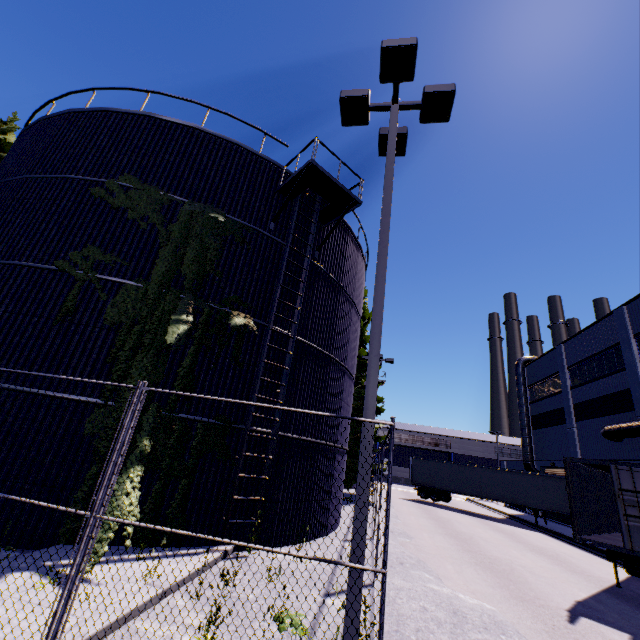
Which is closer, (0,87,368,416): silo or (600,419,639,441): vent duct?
(0,87,368,416): silo

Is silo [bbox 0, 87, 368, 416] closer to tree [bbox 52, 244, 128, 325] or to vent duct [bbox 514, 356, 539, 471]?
tree [bbox 52, 244, 128, 325]

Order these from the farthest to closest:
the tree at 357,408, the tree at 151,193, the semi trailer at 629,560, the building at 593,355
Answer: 1. the tree at 357,408
2. the building at 593,355
3. the semi trailer at 629,560
4. the tree at 151,193

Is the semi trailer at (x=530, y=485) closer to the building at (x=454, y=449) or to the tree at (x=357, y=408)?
the tree at (x=357, y=408)

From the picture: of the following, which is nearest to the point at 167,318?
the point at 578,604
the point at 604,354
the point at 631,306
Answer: the point at 578,604

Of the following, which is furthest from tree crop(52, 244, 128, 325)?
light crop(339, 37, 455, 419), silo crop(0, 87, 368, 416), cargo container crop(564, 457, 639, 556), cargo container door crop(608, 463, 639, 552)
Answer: cargo container door crop(608, 463, 639, 552)

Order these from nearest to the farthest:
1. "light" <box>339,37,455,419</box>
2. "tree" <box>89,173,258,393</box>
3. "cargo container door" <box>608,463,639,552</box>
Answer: "light" <box>339,37,455,419</box>
"tree" <box>89,173,258,393</box>
"cargo container door" <box>608,463,639,552</box>

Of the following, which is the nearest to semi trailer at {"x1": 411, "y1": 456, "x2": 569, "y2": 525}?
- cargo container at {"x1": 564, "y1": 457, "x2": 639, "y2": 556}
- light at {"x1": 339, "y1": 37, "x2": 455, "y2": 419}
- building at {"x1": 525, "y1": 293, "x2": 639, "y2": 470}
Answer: cargo container at {"x1": 564, "y1": 457, "x2": 639, "y2": 556}
